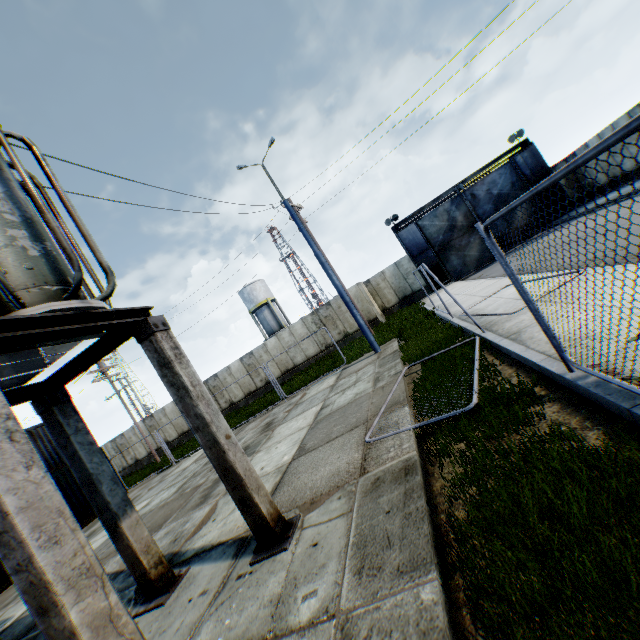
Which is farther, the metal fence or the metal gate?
the metal gate

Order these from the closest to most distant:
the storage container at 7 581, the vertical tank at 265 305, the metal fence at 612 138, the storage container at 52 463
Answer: the metal fence at 612 138, the storage container at 7 581, the storage container at 52 463, the vertical tank at 265 305

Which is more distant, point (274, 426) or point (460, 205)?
point (460, 205)

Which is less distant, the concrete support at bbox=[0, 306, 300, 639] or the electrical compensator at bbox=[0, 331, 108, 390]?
the concrete support at bbox=[0, 306, 300, 639]

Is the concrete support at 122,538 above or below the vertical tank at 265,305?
below

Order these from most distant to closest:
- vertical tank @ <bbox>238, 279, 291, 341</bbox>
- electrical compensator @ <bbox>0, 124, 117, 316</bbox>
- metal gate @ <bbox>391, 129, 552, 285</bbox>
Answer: vertical tank @ <bbox>238, 279, 291, 341</bbox>, metal gate @ <bbox>391, 129, 552, 285</bbox>, electrical compensator @ <bbox>0, 124, 117, 316</bbox>

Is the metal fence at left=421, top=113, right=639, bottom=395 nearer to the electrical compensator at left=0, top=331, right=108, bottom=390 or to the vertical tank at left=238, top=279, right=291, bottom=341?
the electrical compensator at left=0, top=331, right=108, bottom=390

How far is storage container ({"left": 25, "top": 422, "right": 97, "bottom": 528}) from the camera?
15.44m
